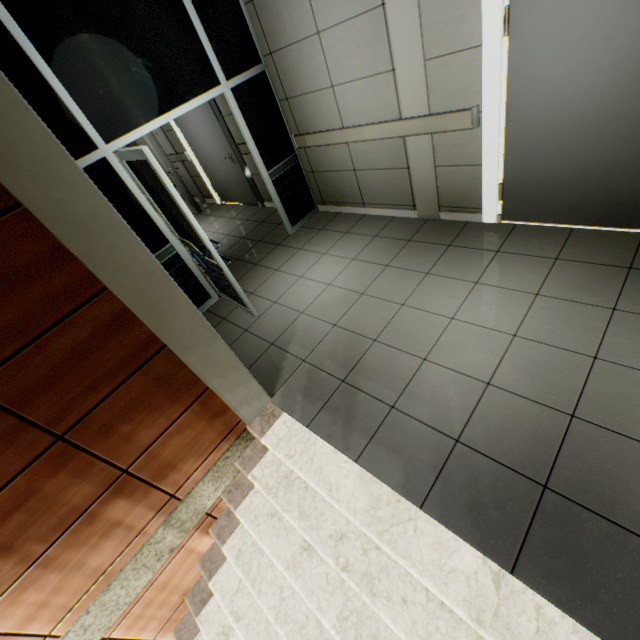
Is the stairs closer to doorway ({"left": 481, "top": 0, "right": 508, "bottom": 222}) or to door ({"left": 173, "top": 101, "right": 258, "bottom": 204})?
doorway ({"left": 481, "top": 0, "right": 508, "bottom": 222})

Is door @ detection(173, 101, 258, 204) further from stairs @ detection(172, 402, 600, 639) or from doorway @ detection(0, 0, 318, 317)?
stairs @ detection(172, 402, 600, 639)

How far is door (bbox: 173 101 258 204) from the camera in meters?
5.6 m

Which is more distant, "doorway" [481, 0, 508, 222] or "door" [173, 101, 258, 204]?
"door" [173, 101, 258, 204]

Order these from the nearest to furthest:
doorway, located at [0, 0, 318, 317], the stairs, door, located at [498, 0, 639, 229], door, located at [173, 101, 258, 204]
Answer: the stairs
door, located at [498, 0, 639, 229]
doorway, located at [0, 0, 318, 317]
door, located at [173, 101, 258, 204]

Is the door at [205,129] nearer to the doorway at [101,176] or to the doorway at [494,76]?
the doorway at [101,176]

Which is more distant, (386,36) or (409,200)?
(409,200)

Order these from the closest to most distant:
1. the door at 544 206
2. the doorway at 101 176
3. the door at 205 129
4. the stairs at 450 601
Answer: Answer: the stairs at 450 601 → the door at 544 206 → the doorway at 101 176 → the door at 205 129
